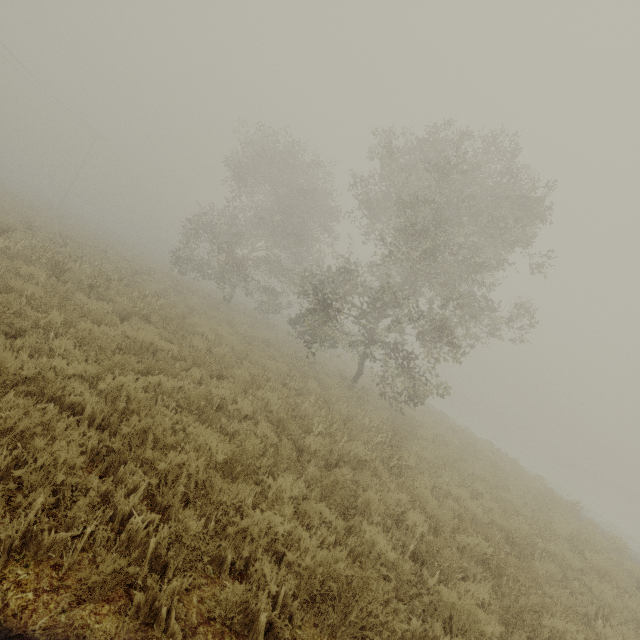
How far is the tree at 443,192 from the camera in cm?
1195

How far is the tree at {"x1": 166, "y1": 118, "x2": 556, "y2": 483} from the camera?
12.0 meters

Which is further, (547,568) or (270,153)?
(270,153)
